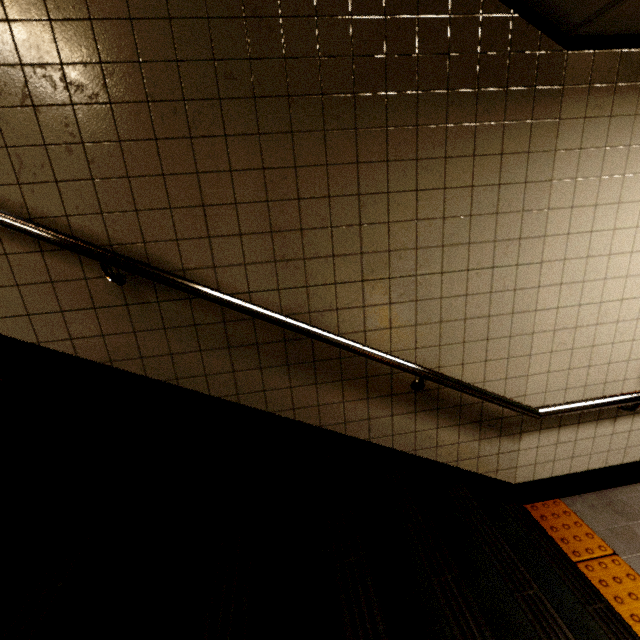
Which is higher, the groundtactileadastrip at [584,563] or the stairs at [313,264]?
the stairs at [313,264]

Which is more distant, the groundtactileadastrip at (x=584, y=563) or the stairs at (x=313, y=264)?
the groundtactileadastrip at (x=584, y=563)

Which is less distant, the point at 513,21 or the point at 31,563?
the point at 31,563

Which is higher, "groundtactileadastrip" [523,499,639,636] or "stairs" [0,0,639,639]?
"stairs" [0,0,639,639]

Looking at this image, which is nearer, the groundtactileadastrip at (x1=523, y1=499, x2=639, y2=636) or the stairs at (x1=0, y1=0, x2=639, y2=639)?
the stairs at (x1=0, y1=0, x2=639, y2=639)
